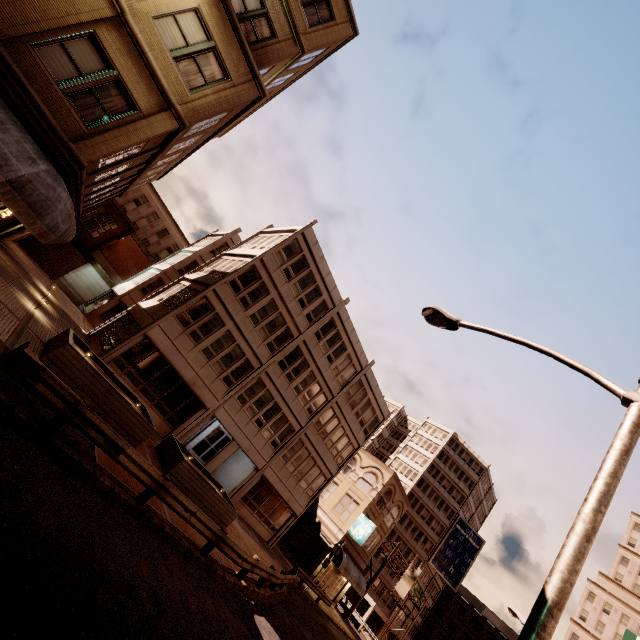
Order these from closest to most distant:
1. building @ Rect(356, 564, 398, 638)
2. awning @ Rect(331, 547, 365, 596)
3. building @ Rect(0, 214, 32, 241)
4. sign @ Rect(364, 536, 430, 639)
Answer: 1. building @ Rect(0, 214, 32, 241)
2. awning @ Rect(331, 547, 365, 596)
3. sign @ Rect(364, 536, 430, 639)
4. building @ Rect(356, 564, 398, 638)

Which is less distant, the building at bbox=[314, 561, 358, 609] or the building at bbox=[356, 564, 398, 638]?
the building at bbox=[314, 561, 358, 609]

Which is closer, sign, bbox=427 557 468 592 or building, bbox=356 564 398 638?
building, bbox=356 564 398 638

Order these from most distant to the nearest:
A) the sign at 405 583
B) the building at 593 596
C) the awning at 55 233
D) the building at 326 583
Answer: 1. the building at 593 596
2. the sign at 405 583
3. the building at 326 583
4. the awning at 55 233

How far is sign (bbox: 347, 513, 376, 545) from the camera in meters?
31.0 m

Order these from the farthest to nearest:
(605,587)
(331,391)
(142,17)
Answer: (605,587) < (331,391) < (142,17)

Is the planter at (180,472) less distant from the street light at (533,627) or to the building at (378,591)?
the street light at (533,627)

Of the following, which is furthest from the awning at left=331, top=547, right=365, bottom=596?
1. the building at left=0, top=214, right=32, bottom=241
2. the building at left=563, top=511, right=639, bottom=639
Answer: the building at left=563, top=511, right=639, bottom=639
